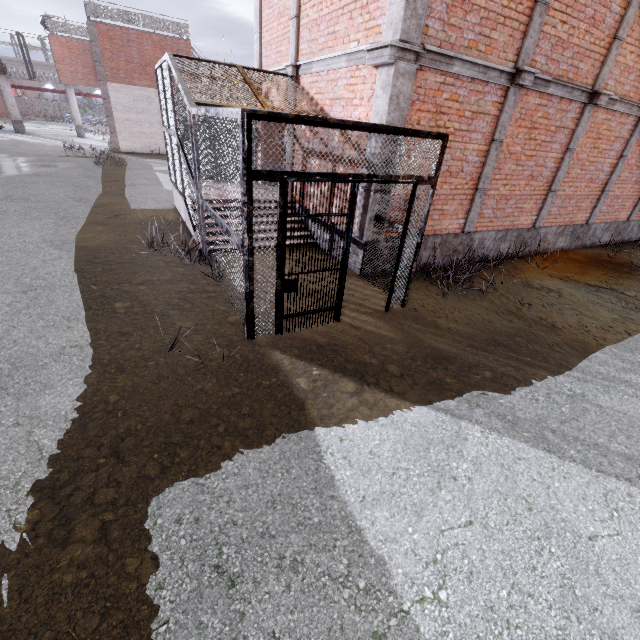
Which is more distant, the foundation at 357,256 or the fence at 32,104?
the fence at 32,104

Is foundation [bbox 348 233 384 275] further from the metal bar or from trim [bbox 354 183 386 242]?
→ the metal bar

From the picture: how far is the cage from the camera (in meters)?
3.71

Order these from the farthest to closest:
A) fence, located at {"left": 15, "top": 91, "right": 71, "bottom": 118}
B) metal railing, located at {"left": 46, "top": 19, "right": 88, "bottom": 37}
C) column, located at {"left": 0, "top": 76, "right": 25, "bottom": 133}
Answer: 1. fence, located at {"left": 15, "top": 91, "right": 71, "bottom": 118}
2. column, located at {"left": 0, "top": 76, "right": 25, "bottom": 133}
3. metal railing, located at {"left": 46, "top": 19, "right": 88, "bottom": 37}

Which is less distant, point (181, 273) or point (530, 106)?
point (181, 273)

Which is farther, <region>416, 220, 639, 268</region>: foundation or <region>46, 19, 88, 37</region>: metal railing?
<region>46, 19, 88, 37</region>: metal railing

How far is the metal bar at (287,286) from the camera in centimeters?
408cm

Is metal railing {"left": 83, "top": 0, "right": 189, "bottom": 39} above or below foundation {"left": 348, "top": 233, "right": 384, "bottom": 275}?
above
